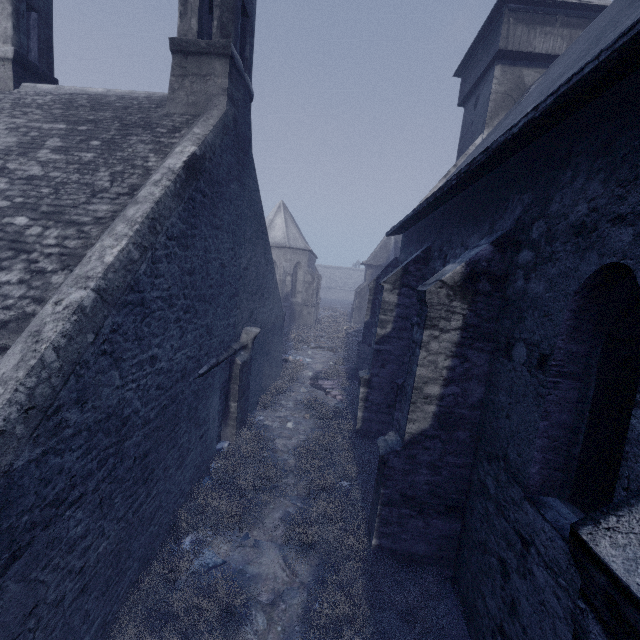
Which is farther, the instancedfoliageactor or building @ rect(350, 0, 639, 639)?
the instancedfoliageactor

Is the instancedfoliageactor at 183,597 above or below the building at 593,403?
below

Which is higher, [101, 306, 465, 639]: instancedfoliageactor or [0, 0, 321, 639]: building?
[0, 0, 321, 639]: building

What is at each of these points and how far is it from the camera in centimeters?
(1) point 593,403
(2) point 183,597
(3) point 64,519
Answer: (1) building, 341cm
(2) instancedfoliageactor, 452cm
(3) building, 313cm
